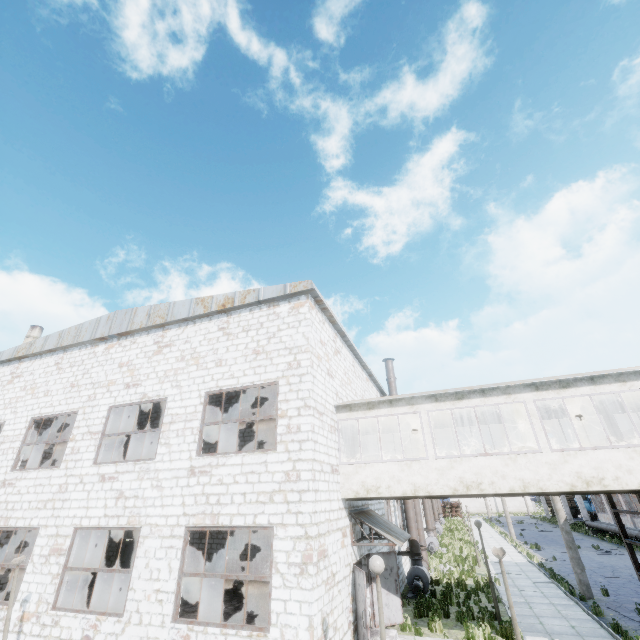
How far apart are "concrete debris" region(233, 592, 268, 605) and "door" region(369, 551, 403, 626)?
6.1 meters

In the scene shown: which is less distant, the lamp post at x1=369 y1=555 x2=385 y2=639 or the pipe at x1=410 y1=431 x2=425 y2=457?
the lamp post at x1=369 y1=555 x2=385 y2=639

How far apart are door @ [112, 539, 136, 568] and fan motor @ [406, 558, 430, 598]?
15.7m

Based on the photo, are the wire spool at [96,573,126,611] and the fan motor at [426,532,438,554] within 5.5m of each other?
no

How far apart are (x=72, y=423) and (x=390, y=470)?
20.6m

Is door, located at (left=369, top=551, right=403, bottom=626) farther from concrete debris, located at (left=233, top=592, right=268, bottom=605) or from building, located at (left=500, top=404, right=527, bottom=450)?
concrete debris, located at (left=233, top=592, right=268, bottom=605)

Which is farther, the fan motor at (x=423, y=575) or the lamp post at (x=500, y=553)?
the fan motor at (x=423, y=575)

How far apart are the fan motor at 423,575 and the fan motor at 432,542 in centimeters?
1131cm
